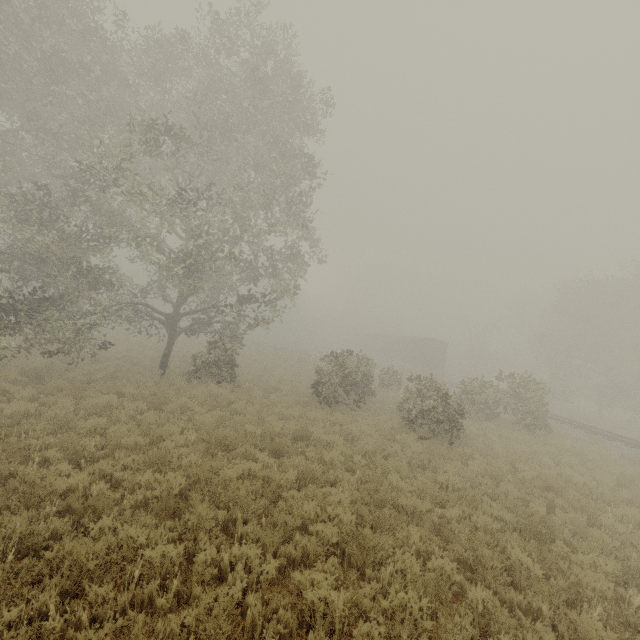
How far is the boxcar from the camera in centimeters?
4075cm

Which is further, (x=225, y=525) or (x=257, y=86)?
(x=257, y=86)

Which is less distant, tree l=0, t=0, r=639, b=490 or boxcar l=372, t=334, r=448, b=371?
tree l=0, t=0, r=639, b=490

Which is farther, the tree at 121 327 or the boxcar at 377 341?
the boxcar at 377 341

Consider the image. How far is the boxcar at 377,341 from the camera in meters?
40.8 m
